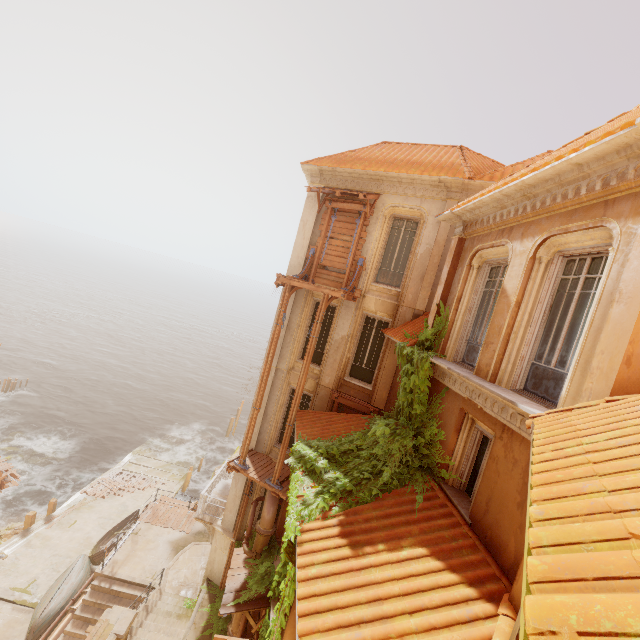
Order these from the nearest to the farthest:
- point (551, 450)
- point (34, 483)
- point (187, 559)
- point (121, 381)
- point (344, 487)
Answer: point (551, 450) < point (344, 487) < point (187, 559) < point (34, 483) < point (121, 381)

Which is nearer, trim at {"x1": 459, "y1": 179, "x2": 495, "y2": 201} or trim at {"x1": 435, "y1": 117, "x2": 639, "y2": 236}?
trim at {"x1": 435, "y1": 117, "x2": 639, "y2": 236}

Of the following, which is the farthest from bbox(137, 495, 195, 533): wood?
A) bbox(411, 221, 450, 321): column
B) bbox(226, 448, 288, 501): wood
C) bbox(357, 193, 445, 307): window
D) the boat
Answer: bbox(411, 221, 450, 321): column

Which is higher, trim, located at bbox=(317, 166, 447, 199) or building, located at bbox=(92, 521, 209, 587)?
trim, located at bbox=(317, 166, 447, 199)

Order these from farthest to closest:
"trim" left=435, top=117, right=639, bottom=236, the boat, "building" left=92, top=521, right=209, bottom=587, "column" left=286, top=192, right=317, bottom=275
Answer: "building" left=92, top=521, right=209, bottom=587 < the boat < "column" left=286, top=192, right=317, bottom=275 < "trim" left=435, top=117, right=639, bottom=236

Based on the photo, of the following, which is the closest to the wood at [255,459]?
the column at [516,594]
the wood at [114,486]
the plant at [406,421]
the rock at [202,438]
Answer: the plant at [406,421]

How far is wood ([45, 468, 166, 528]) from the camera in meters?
24.4

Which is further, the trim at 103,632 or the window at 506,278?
the trim at 103,632
